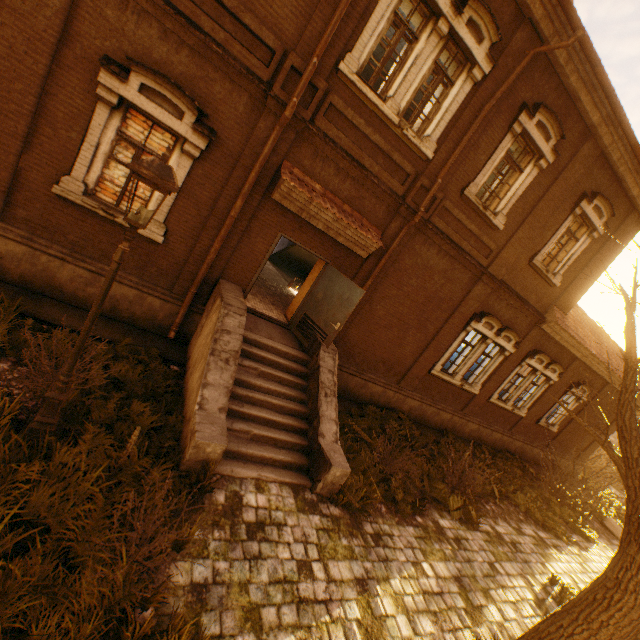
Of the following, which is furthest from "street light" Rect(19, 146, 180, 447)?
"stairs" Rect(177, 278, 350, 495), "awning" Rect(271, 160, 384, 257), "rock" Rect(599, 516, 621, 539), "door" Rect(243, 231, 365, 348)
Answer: "rock" Rect(599, 516, 621, 539)

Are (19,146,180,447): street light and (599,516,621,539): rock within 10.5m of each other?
no

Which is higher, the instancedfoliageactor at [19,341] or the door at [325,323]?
the door at [325,323]

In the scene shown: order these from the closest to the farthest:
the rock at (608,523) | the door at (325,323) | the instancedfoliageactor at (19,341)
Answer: the instancedfoliageactor at (19,341), the door at (325,323), the rock at (608,523)

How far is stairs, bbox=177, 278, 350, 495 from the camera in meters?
5.4

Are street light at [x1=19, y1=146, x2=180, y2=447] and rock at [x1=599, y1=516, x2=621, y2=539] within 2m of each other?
no

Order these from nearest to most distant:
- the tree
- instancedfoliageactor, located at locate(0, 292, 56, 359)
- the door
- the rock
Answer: the tree → instancedfoliageactor, located at locate(0, 292, 56, 359) → the door → the rock

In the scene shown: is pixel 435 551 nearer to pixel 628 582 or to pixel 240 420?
pixel 628 582
